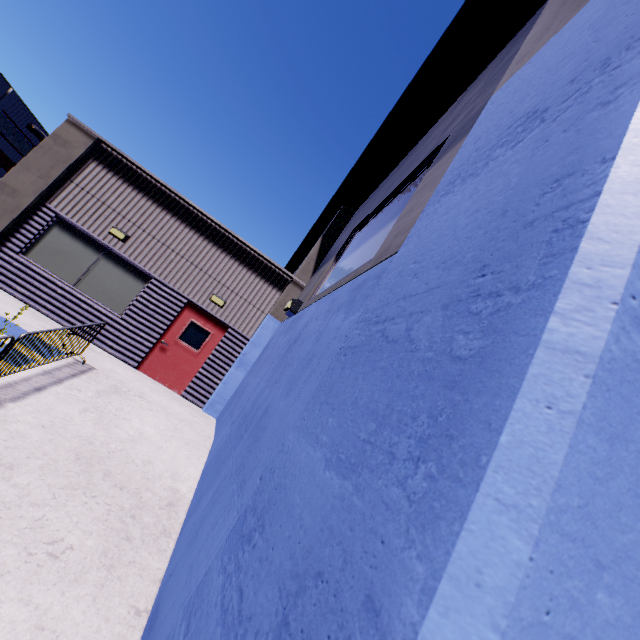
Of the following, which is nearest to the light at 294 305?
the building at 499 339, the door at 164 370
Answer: the building at 499 339

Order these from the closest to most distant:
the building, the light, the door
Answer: the building < the light < the door

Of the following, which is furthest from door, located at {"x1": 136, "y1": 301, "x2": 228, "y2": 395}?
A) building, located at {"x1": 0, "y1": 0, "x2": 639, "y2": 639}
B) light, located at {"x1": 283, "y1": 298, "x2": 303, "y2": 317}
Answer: light, located at {"x1": 283, "y1": 298, "x2": 303, "y2": 317}

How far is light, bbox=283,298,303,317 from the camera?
5.60m

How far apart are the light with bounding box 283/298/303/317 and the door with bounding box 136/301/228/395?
4.75m

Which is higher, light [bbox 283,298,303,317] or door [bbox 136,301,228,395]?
light [bbox 283,298,303,317]

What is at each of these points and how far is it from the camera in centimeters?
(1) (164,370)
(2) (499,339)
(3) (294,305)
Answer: (1) door, 959cm
(2) building, 56cm
(3) light, 561cm

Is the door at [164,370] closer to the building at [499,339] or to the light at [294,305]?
the building at [499,339]
